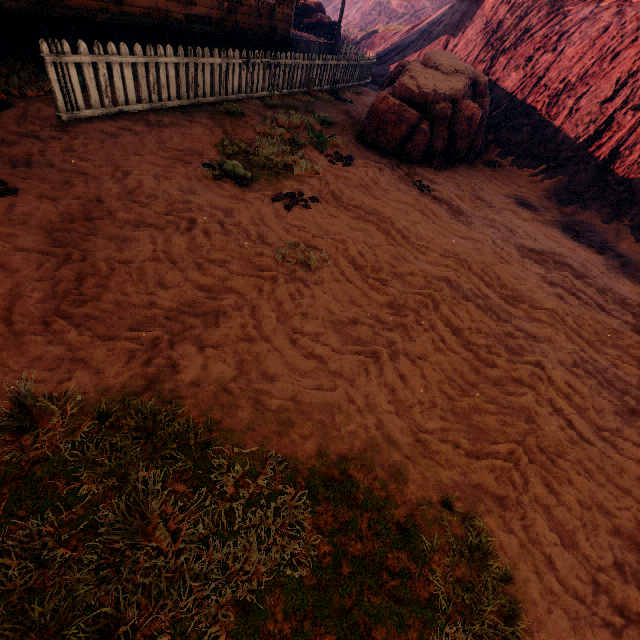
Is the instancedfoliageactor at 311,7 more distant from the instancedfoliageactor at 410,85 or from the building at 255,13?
the instancedfoliageactor at 410,85

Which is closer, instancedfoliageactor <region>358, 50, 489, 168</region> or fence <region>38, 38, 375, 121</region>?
fence <region>38, 38, 375, 121</region>

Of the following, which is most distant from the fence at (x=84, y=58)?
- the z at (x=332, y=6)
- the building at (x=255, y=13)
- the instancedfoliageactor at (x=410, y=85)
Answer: the instancedfoliageactor at (x=410, y=85)

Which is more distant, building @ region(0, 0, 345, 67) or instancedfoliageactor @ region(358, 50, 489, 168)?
instancedfoliageactor @ region(358, 50, 489, 168)

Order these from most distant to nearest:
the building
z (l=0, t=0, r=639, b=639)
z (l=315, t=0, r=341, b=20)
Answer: z (l=315, t=0, r=341, b=20) < the building < z (l=0, t=0, r=639, b=639)

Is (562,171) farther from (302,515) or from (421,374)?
(302,515)

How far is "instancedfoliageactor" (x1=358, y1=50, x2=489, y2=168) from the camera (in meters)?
7.27

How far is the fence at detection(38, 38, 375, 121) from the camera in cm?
493
